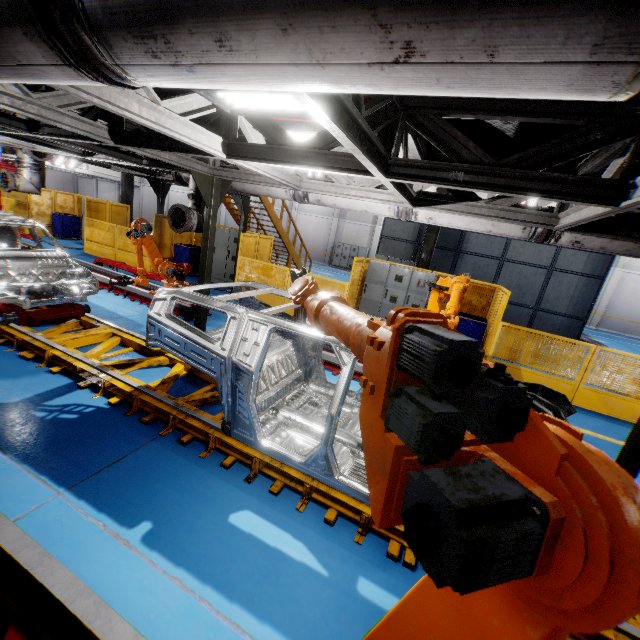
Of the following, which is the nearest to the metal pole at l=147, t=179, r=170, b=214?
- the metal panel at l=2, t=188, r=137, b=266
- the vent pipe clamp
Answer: the metal panel at l=2, t=188, r=137, b=266

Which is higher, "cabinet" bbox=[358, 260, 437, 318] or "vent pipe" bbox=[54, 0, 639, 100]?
"vent pipe" bbox=[54, 0, 639, 100]

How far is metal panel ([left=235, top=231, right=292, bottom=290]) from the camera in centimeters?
1021cm

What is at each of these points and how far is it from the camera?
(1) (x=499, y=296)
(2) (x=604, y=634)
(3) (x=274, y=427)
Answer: (1) metal panel, 9.18m
(2) platform, 2.49m
(3) chassis, 3.91m

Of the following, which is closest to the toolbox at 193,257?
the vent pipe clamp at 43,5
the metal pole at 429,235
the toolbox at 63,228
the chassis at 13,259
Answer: the chassis at 13,259

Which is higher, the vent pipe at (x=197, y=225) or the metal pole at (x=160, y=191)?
the metal pole at (x=160, y=191)

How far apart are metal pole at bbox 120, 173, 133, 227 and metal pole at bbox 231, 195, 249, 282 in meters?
8.9 m

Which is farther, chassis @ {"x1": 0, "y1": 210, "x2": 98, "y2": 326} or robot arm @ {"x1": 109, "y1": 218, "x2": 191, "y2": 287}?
robot arm @ {"x1": 109, "y1": 218, "x2": 191, "y2": 287}
